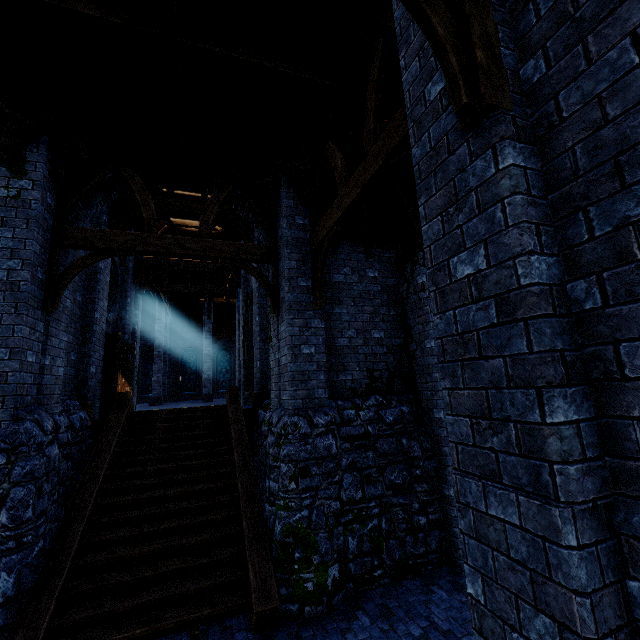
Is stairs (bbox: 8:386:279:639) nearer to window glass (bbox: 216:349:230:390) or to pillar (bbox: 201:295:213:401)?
pillar (bbox: 201:295:213:401)

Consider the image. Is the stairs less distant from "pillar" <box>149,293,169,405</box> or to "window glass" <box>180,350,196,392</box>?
"pillar" <box>149,293,169,405</box>

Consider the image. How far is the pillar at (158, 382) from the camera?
20.20m

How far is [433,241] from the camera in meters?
2.5 m

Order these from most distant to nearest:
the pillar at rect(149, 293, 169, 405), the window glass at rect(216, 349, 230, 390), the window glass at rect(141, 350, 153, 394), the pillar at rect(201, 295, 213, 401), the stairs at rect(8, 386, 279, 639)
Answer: the window glass at rect(216, 349, 230, 390), the window glass at rect(141, 350, 153, 394), the pillar at rect(201, 295, 213, 401), the pillar at rect(149, 293, 169, 405), the stairs at rect(8, 386, 279, 639)

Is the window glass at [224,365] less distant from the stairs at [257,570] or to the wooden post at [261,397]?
the stairs at [257,570]

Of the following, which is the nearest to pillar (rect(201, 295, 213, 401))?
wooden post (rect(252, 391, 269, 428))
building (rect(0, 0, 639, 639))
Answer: building (rect(0, 0, 639, 639))

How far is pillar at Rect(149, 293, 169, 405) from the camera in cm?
2020
